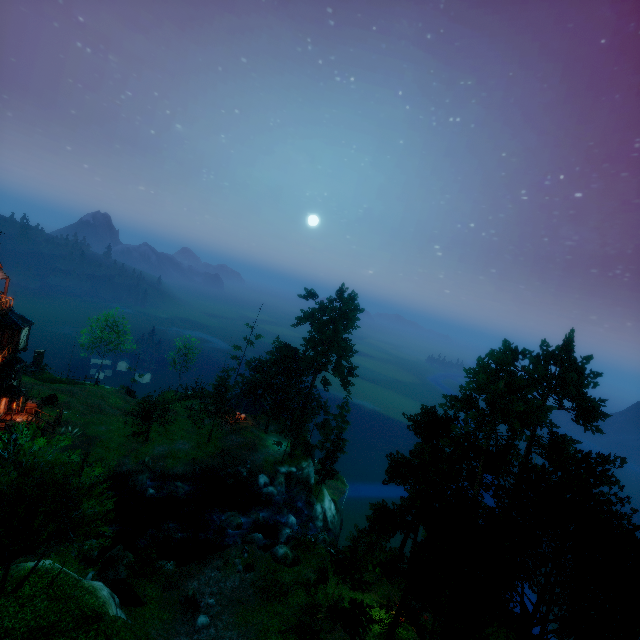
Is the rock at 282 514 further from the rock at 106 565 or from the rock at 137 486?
the rock at 106 565

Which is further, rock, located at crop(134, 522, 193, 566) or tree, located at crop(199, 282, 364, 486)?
tree, located at crop(199, 282, 364, 486)

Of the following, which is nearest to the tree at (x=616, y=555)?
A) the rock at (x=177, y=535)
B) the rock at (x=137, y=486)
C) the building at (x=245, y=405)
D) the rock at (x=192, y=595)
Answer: the building at (x=245, y=405)

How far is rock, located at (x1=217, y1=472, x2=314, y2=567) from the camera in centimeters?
2925cm

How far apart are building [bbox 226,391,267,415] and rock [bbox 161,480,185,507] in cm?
1359

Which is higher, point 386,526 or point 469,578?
point 386,526

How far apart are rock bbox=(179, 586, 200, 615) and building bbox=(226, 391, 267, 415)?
25.5m

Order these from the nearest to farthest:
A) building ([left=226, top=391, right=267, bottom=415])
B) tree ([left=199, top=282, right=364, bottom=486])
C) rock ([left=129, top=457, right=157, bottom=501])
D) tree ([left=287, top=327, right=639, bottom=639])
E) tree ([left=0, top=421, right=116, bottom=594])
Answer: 1. tree ([left=0, top=421, right=116, bottom=594])
2. tree ([left=287, top=327, right=639, bottom=639])
3. rock ([left=129, top=457, right=157, bottom=501])
4. tree ([left=199, top=282, right=364, bottom=486])
5. building ([left=226, top=391, right=267, bottom=415])
